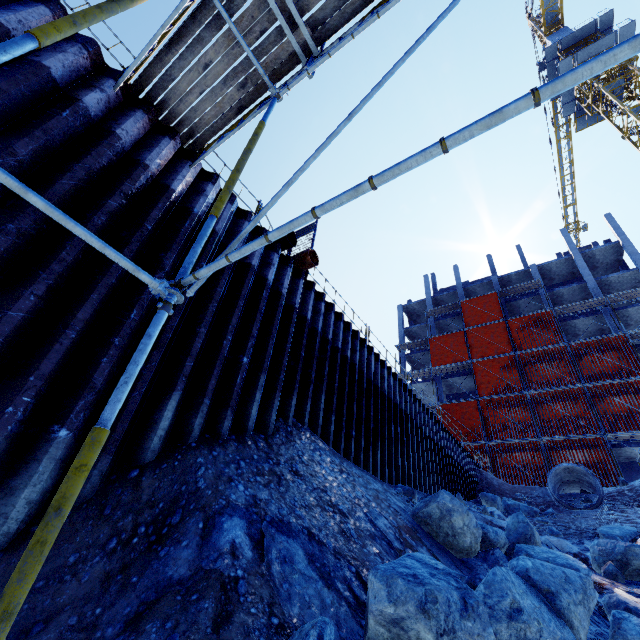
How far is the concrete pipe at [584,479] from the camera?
14.9m

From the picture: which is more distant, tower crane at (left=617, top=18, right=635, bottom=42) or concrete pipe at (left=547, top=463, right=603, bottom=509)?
tower crane at (left=617, top=18, right=635, bottom=42)

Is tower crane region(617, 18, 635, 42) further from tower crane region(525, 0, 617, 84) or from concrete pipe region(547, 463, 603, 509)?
concrete pipe region(547, 463, 603, 509)

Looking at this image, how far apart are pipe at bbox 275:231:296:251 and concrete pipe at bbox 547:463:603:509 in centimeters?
1755cm

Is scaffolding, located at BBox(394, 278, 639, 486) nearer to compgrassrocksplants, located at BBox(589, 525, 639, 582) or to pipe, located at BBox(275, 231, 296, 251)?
pipe, located at BBox(275, 231, 296, 251)

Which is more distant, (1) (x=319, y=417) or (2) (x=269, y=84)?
(1) (x=319, y=417)

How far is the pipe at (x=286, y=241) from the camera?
7.7 meters

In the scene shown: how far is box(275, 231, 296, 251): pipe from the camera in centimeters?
772cm
